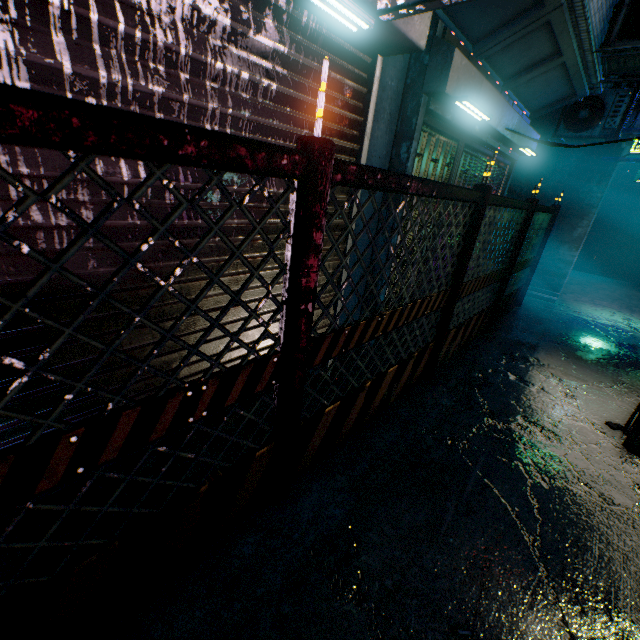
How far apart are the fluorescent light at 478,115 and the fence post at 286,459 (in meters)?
2.19

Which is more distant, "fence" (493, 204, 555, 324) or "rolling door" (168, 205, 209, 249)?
"fence" (493, 204, 555, 324)

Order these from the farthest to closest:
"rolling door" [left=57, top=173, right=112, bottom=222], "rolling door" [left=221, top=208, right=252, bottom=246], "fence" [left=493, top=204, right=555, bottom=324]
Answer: "fence" [left=493, top=204, right=555, bottom=324] < "rolling door" [left=221, top=208, right=252, bottom=246] < "rolling door" [left=57, top=173, right=112, bottom=222]

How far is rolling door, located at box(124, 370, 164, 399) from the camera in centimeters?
170cm

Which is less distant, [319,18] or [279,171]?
[279,171]

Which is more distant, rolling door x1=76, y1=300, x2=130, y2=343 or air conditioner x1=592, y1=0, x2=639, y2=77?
air conditioner x1=592, y1=0, x2=639, y2=77

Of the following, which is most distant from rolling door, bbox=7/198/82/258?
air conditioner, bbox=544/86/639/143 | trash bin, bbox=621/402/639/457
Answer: air conditioner, bbox=544/86/639/143

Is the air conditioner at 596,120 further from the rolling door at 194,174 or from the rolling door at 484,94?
the rolling door at 194,174
